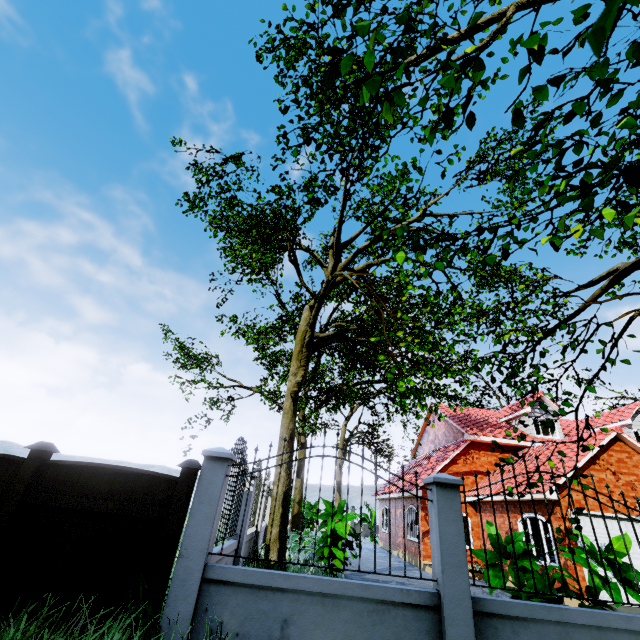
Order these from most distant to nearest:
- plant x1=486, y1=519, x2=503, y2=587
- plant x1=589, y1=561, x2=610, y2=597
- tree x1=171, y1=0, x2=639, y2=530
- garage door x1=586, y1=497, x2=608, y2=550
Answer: garage door x1=586, y1=497, x2=608, y2=550
plant x1=486, y1=519, x2=503, y2=587
plant x1=589, y1=561, x2=610, y2=597
tree x1=171, y1=0, x2=639, y2=530

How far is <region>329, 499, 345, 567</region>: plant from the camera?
9.4 meters

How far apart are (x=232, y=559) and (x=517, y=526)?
12.6m

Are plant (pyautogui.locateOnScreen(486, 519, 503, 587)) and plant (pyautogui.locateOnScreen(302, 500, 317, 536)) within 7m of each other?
no

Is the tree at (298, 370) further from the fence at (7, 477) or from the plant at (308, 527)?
the plant at (308, 527)

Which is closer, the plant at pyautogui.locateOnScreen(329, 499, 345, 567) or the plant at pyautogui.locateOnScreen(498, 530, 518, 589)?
the plant at pyautogui.locateOnScreen(498, 530, 518, 589)

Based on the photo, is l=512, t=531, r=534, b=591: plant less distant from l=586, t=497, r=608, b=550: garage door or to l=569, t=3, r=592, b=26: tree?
l=569, t=3, r=592, b=26: tree

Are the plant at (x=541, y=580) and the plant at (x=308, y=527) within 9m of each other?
no
